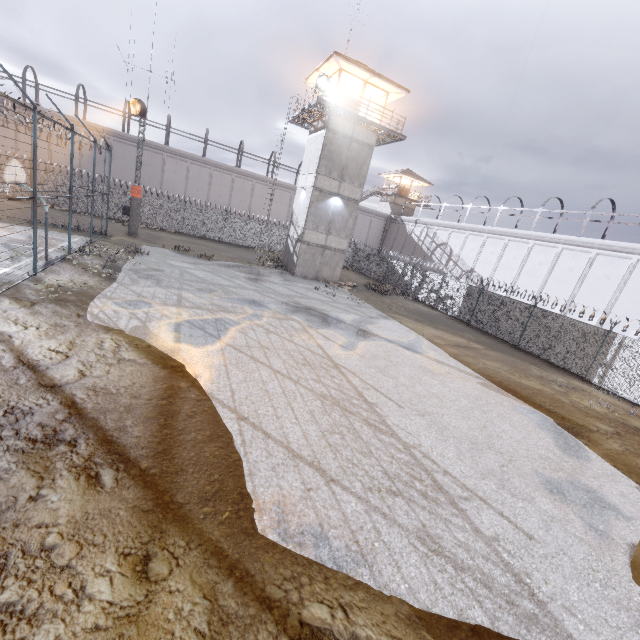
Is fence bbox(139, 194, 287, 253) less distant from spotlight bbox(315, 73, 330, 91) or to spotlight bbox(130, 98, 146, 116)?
spotlight bbox(130, 98, 146, 116)

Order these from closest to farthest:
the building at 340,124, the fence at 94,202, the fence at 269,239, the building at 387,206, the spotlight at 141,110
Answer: the fence at 94,202 → the spotlight at 141,110 → the building at 340,124 → the fence at 269,239 → the building at 387,206

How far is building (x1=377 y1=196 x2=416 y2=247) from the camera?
47.12m

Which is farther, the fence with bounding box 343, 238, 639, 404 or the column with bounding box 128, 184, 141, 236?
the column with bounding box 128, 184, 141, 236

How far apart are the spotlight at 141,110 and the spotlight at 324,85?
11.8m

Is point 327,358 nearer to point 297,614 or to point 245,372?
point 245,372

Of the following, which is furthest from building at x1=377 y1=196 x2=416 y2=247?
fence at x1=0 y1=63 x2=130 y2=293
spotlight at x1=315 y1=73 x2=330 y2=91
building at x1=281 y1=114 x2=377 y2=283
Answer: spotlight at x1=315 y1=73 x2=330 y2=91

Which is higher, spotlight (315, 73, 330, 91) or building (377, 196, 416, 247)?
spotlight (315, 73, 330, 91)
